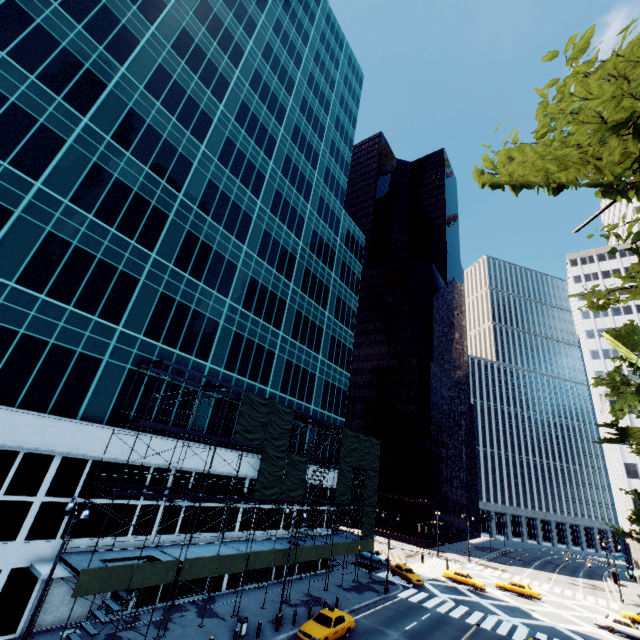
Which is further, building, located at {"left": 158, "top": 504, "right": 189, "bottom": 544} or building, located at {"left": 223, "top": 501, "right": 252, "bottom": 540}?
building, located at {"left": 223, "top": 501, "right": 252, "bottom": 540}

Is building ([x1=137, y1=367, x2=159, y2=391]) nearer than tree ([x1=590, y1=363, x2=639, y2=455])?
No

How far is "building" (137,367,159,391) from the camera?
24.3m

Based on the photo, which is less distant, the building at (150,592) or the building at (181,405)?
the building at (150,592)

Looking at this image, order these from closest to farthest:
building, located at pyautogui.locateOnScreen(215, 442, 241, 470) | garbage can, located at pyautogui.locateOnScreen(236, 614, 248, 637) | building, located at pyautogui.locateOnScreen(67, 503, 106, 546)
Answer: building, located at pyautogui.locateOnScreen(67, 503, 106, 546)
garbage can, located at pyautogui.locateOnScreen(236, 614, 248, 637)
building, located at pyautogui.locateOnScreen(215, 442, 241, 470)

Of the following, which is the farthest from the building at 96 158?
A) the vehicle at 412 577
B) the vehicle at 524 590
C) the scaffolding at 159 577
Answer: the vehicle at 524 590

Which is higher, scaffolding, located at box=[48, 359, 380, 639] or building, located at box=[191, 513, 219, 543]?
building, located at box=[191, 513, 219, 543]

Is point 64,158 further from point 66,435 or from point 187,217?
point 66,435
